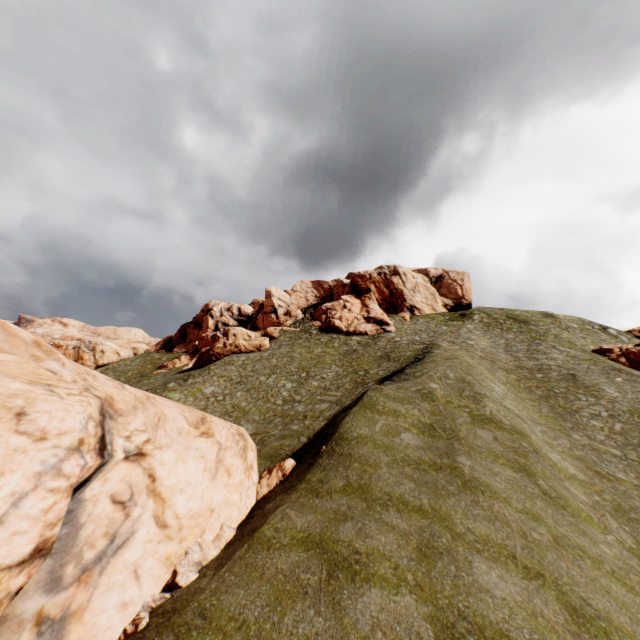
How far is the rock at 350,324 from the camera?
53.3 meters

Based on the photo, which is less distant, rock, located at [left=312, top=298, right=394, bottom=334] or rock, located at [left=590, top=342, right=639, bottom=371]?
rock, located at [left=590, top=342, right=639, bottom=371]

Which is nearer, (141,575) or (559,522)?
(141,575)

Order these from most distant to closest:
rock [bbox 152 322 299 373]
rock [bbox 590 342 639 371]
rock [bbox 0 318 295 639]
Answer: rock [bbox 152 322 299 373] < rock [bbox 590 342 639 371] < rock [bbox 0 318 295 639]

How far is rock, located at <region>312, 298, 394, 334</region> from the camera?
53.31m

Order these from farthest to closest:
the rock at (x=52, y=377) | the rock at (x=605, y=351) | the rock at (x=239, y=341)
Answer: the rock at (x=239, y=341), the rock at (x=605, y=351), the rock at (x=52, y=377)

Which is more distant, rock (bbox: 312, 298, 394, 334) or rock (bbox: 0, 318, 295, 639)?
rock (bbox: 312, 298, 394, 334)
